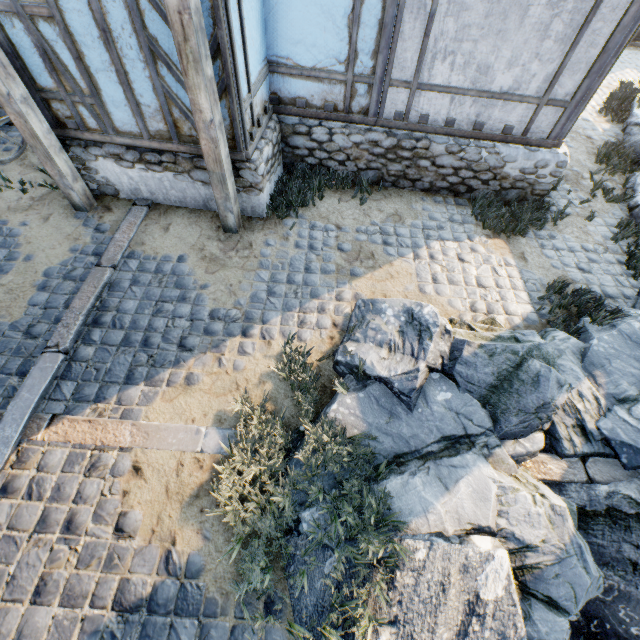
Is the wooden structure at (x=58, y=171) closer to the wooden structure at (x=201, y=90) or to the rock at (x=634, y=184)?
the wooden structure at (x=201, y=90)

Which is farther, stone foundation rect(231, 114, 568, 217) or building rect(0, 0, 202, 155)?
stone foundation rect(231, 114, 568, 217)

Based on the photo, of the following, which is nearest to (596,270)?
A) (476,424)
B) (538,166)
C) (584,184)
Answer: (538,166)

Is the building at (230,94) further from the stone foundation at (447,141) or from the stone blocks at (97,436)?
the stone blocks at (97,436)

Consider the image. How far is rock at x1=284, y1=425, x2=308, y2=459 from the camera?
3.4 meters

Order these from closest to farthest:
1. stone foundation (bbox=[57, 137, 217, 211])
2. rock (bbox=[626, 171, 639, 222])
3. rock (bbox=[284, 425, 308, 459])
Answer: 1. rock (bbox=[284, 425, 308, 459])
2. stone foundation (bbox=[57, 137, 217, 211])
3. rock (bbox=[626, 171, 639, 222])

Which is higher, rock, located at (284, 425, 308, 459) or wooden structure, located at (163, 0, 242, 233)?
wooden structure, located at (163, 0, 242, 233)
